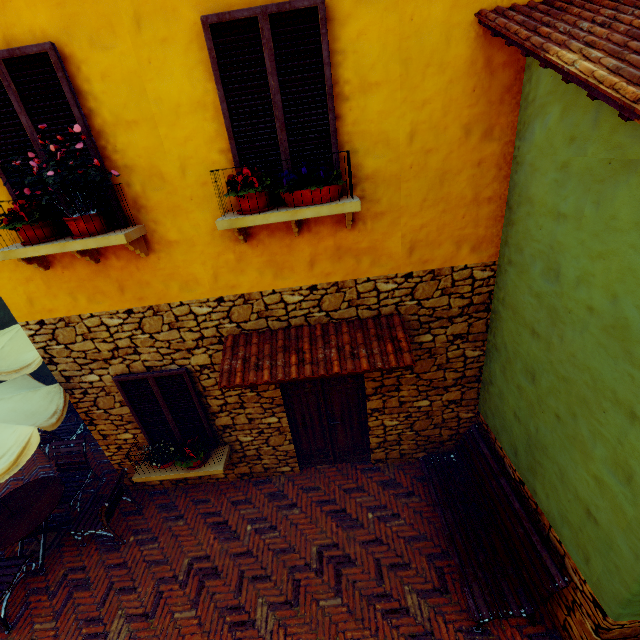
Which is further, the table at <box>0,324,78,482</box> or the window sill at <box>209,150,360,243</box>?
the table at <box>0,324,78,482</box>

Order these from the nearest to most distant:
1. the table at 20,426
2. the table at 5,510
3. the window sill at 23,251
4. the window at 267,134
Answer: the window at 267,134
the window sill at 23,251
the table at 20,426
the table at 5,510

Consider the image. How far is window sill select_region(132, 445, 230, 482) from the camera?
5.20m

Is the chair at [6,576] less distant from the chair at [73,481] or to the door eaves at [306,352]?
the chair at [73,481]

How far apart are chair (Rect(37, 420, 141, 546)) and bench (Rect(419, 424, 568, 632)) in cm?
606

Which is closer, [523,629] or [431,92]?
[431,92]

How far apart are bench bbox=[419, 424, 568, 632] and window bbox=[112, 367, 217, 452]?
3.50m

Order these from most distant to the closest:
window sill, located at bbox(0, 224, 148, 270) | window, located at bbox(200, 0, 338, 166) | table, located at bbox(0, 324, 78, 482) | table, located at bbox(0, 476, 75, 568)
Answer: table, located at bbox(0, 476, 75, 568), table, located at bbox(0, 324, 78, 482), window sill, located at bbox(0, 224, 148, 270), window, located at bbox(200, 0, 338, 166)
